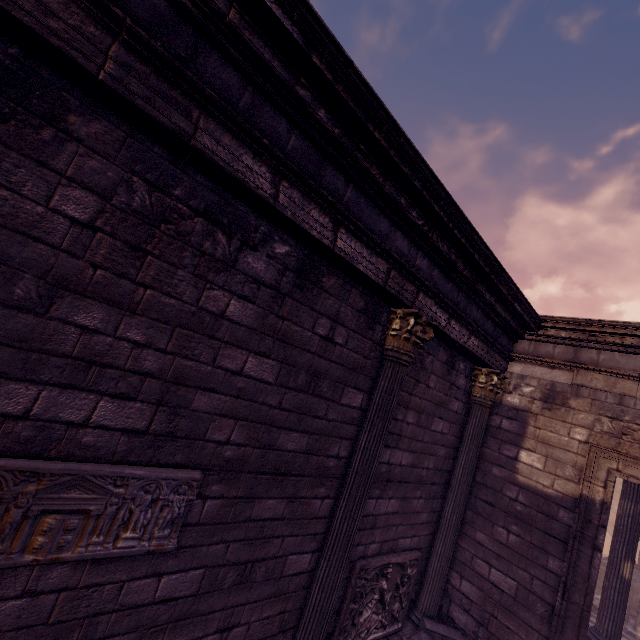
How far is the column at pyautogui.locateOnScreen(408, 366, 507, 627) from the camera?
5.9m

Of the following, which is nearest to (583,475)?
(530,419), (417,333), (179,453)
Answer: (530,419)

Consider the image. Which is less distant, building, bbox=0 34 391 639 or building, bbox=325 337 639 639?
building, bbox=0 34 391 639

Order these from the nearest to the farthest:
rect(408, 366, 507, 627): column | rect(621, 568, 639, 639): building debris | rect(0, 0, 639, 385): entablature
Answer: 1. rect(0, 0, 639, 385): entablature
2. rect(408, 366, 507, 627): column
3. rect(621, 568, 639, 639): building debris

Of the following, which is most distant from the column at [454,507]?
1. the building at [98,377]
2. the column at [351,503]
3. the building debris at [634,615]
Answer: the building debris at [634,615]

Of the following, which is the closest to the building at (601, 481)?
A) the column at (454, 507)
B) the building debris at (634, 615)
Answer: the column at (454, 507)

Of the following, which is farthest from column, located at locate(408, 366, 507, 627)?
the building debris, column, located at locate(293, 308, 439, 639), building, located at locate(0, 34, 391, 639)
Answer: the building debris

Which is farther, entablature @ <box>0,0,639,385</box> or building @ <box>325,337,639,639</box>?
building @ <box>325,337,639,639</box>
